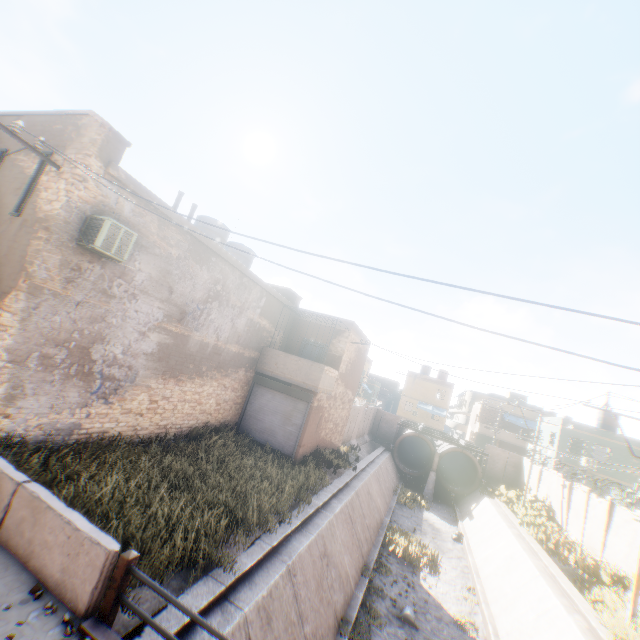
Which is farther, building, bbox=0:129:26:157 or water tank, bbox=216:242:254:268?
water tank, bbox=216:242:254:268

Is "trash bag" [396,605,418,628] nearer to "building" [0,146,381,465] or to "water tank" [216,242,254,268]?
"building" [0,146,381,465]

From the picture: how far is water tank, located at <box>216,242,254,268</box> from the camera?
16.53m

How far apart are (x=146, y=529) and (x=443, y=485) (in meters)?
29.12

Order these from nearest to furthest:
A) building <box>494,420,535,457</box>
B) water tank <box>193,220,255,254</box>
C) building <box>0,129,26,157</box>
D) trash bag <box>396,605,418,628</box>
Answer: building <box>0,129,26,157</box>, trash bag <box>396,605,418,628</box>, water tank <box>193,220,255,254</box>, building <box>494,420,535,457</box>

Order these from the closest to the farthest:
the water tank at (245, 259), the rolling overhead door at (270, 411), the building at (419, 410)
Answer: the rolling overhead door at (270, 411) → the water tank at (245, 259) → the building at (419, 410)

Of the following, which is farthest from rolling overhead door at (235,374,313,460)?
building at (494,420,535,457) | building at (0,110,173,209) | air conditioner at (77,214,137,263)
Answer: building at (494,420,535,457)

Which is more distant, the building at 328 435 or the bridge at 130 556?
the building at 328 435
